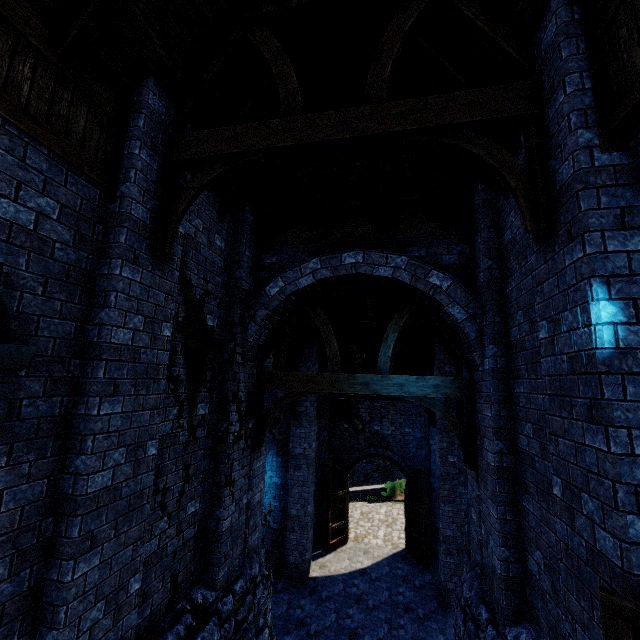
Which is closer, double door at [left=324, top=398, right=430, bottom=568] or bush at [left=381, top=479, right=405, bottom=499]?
double door at [left=324, top=398, right=430, bottom=568]

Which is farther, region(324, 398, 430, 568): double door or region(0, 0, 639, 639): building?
region(324, 398, 430, 568): double door

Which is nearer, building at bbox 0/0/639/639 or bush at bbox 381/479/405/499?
building at bbox 0/0/639/639

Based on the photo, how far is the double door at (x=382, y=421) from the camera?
12.7m

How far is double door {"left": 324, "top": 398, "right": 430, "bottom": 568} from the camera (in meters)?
12.74

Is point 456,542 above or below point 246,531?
below

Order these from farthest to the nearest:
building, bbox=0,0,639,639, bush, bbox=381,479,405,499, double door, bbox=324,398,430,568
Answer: bush, bbox=381,479,405,499 → double door, bbox=324,398,430,568 → building, bbox=0,0,639,639

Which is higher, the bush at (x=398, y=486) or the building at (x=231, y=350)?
the building at (x=231, y=350)
